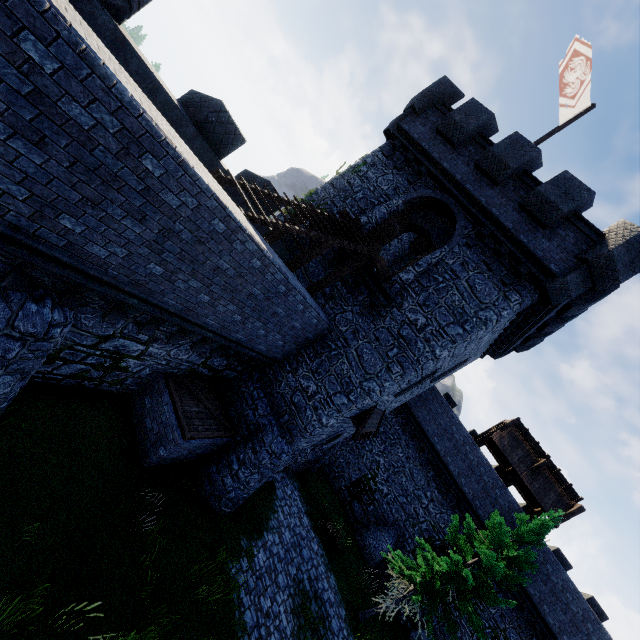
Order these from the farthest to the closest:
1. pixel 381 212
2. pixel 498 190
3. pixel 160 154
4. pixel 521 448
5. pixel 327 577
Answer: pixel 521 448, pixel 327 577, pixel 381 212, pixel 498 190, pixel 160 154

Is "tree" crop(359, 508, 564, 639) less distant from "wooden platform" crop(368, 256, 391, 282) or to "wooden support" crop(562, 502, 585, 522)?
"wooden support" crop(562, 502, 585, 522)

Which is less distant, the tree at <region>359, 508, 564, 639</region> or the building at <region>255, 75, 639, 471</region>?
the building at <region>255, 75, 639, 471</region>

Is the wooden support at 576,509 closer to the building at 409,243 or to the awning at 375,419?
the building at 409,243

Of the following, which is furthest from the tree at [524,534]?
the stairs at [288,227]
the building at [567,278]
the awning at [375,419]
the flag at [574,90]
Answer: the flag at [574,90]

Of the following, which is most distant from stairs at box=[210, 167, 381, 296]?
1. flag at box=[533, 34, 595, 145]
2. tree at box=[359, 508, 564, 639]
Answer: tree at box=[359, 508, 564, 639]

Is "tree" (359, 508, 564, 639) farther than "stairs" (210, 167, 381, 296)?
Yes

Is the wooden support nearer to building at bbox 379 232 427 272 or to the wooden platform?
building at bbox 379 232 427 272
